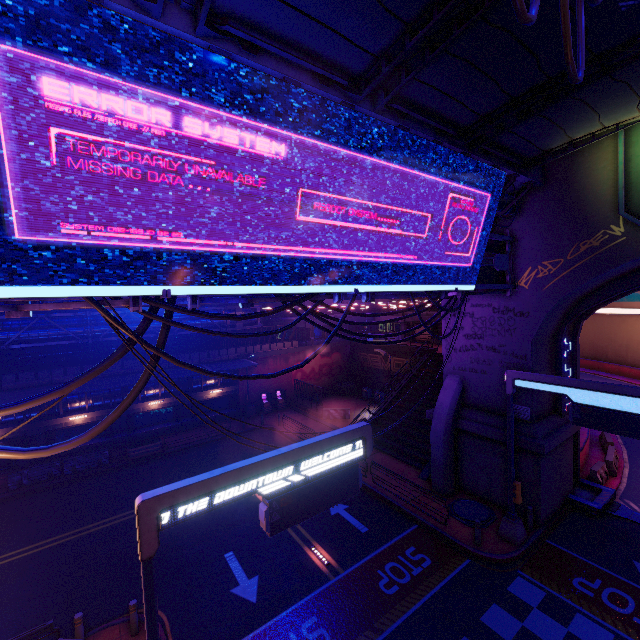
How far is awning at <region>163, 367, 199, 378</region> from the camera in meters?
23.6

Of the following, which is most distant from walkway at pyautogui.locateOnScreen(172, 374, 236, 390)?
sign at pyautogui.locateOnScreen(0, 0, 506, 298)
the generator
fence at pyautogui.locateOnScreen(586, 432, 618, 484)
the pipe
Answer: fence at pyautogui.locateOnScreen(586, 432, 618, 484)

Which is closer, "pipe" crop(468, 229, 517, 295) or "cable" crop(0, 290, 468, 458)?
"cable" crop(0, 290, 468, 458)

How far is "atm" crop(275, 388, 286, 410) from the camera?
32.1 meters

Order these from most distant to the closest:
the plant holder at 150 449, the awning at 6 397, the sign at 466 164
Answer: the plant holder at 150 449, the awning at 6 397, the sign at 466 164

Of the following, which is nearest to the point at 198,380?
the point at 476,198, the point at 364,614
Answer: the point at 364,614

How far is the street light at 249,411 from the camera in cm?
3039

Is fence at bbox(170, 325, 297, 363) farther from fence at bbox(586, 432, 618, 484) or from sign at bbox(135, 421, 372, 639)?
fence at bbox(586, 432, 618, 484)
